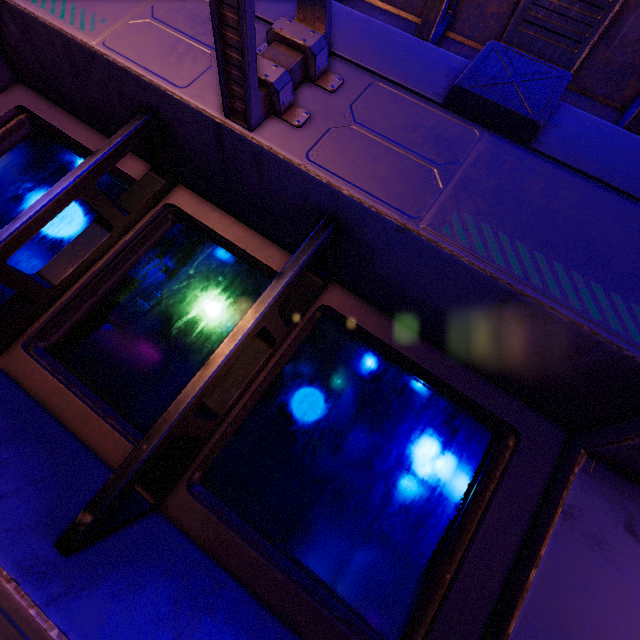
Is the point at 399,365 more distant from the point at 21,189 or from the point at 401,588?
the point at 21,189
